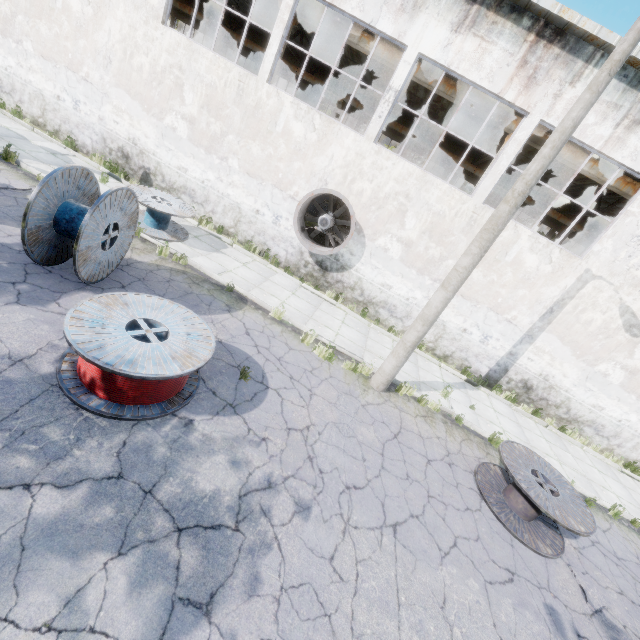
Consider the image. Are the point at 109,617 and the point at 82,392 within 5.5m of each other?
yes

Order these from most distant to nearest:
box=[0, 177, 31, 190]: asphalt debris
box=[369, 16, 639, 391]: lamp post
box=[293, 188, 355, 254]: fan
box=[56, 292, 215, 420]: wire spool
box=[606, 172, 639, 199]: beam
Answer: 1. box=[606, 172, 639, 199]: beam
2. box=[293, 188, 355, 254]: fan
3. box=[0, 177, 31, 190]: asphalt debris
4. box=[369, 16, 639, 391]: lamp post
5. box=[56, 292, 215, 420]: wire spool

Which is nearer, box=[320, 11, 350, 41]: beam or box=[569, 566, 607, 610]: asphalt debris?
box=[569, 566, 607, 610]: asphalt debris

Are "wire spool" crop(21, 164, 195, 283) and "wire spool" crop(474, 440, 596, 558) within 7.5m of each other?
no

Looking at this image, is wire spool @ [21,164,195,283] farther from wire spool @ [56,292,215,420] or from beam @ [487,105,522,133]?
beam @ [487,105,522,133]

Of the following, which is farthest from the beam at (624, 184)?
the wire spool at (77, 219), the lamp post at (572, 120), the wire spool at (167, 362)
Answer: the wire spool at (167, 362)

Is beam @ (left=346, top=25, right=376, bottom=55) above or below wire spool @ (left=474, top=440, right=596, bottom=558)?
above

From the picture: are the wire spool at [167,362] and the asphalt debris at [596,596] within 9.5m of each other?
yes
